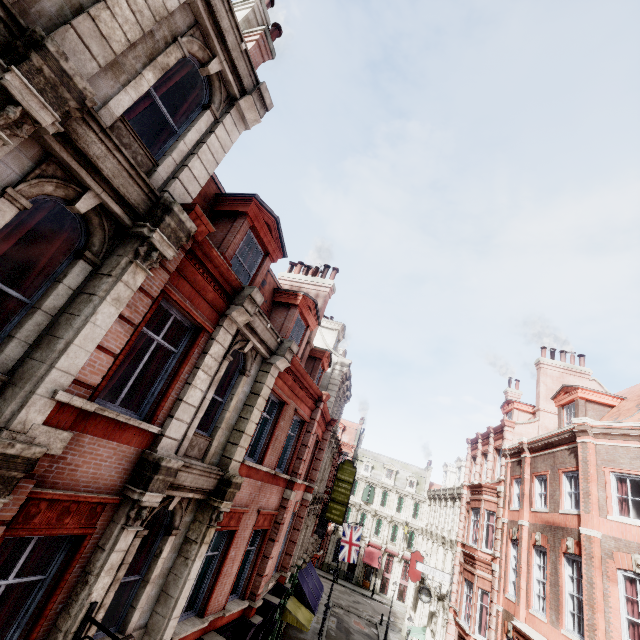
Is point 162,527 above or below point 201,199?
below

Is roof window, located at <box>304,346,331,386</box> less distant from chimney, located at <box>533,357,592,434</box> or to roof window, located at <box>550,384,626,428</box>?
roof window, located at <box>550,384,626,428</box>

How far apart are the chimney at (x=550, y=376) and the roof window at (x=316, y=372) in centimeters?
1397cm

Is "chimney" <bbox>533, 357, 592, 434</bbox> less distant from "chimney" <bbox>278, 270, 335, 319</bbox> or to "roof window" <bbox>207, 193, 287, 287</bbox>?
"chimney" <bbox>278, 270, 335, 319</bbox>

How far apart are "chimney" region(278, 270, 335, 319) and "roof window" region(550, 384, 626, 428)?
13.43m

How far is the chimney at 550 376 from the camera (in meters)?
20.68

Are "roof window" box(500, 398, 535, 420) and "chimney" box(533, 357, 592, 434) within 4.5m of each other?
yes

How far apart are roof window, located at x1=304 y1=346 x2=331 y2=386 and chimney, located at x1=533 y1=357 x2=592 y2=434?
13.97m
